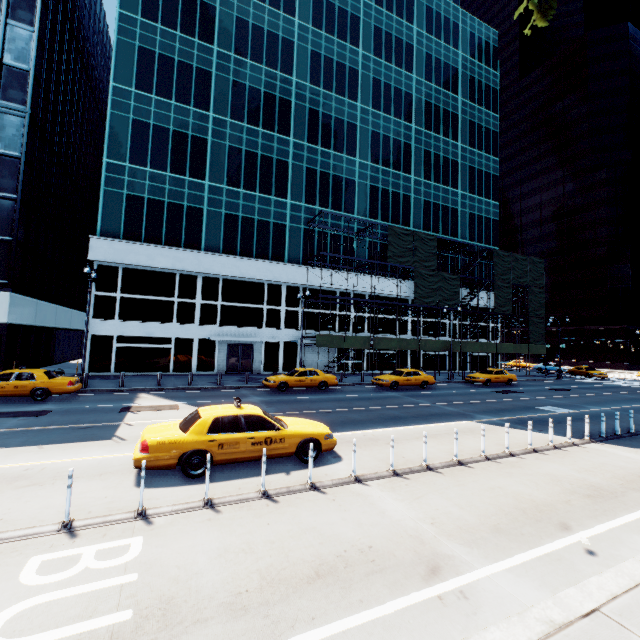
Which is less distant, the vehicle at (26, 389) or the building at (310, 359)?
the vehicle at (26, 389)

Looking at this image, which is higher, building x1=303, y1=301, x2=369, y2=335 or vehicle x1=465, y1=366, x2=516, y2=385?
building x1=303, y1=301, x2=369, y2=335

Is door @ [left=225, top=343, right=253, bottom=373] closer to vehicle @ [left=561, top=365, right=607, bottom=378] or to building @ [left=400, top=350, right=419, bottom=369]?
building @ [left=400, top=350, right=419, bottom=369]

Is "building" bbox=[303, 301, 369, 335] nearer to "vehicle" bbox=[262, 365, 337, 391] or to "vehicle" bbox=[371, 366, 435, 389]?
"vehicle" bbox=[262, 365, 337, 391]

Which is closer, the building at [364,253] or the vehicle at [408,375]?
the vehicle at [408,375]

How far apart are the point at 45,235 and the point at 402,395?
33.0 meters

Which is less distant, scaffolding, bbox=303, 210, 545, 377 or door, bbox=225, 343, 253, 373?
door, bbox=225, 343, 253, 373

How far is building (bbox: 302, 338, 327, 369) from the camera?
32.94m
